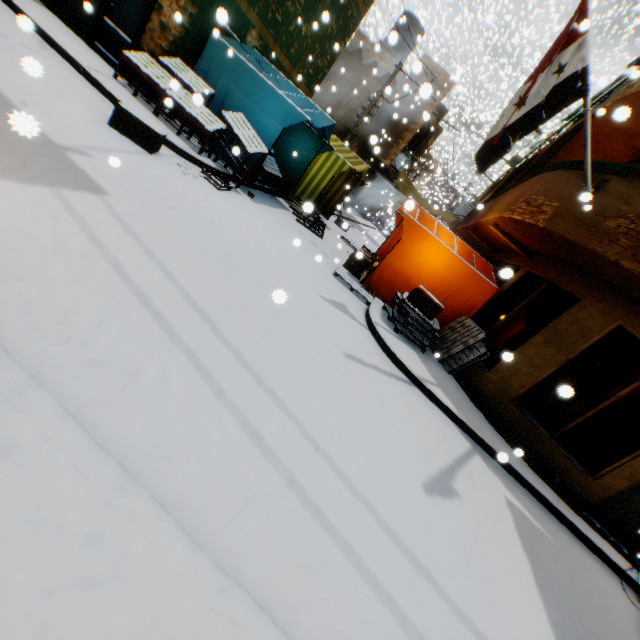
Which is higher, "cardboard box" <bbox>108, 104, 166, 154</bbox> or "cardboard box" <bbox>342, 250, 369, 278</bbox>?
"cardboard box" <bbox>342, 250, 369, 278</bbox>

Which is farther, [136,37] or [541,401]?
[136,37]

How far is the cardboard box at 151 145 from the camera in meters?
5.3 m

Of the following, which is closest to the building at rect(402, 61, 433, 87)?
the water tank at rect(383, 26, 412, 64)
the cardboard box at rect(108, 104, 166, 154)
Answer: the water tank at rect(383, 26, 412, 64)

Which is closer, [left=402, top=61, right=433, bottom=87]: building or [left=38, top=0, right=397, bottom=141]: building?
[left=402, top=61, right=433, bottom=87]: building

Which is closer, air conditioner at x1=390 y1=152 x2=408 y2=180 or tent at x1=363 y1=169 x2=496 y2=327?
tent at x1=363 y1=169 x2=496 y2=327

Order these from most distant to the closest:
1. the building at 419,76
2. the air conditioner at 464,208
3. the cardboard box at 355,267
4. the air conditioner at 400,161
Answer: the air conditioner at 400,161, the air conditioner at 464,208, the cardboard box at 355,267, the building at 419,76

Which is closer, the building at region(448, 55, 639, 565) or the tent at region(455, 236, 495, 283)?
the building at region(448, 55, 639, 565)
